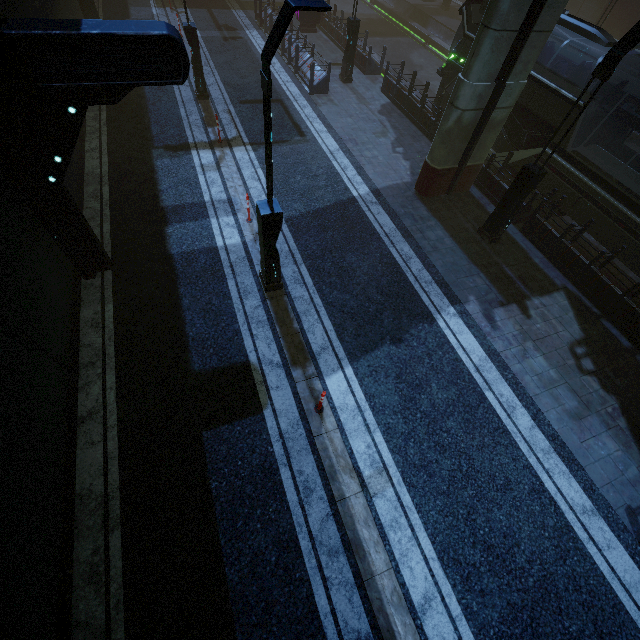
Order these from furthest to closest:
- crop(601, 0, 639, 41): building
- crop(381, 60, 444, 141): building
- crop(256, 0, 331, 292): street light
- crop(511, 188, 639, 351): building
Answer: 1. crop(601, 0, 639, 41): building
2. crop(381, 60, 444, 141): building
3. crop(511, 188, 639, 351): building
4. crop(256, 0, 331, 292): street light

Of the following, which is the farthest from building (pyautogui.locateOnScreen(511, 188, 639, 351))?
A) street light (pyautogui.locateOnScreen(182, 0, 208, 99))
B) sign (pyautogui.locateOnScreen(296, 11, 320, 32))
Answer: street light (pyautogui.locateOnScreen(182, 0, 208, 99))

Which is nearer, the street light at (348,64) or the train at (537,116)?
the train at (537,116)

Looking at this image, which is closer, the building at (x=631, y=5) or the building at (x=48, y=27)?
the building at (x=48, y=27)

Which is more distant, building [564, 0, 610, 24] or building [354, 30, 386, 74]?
building [564, 0, 610, 24]

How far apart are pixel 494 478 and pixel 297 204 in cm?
942
